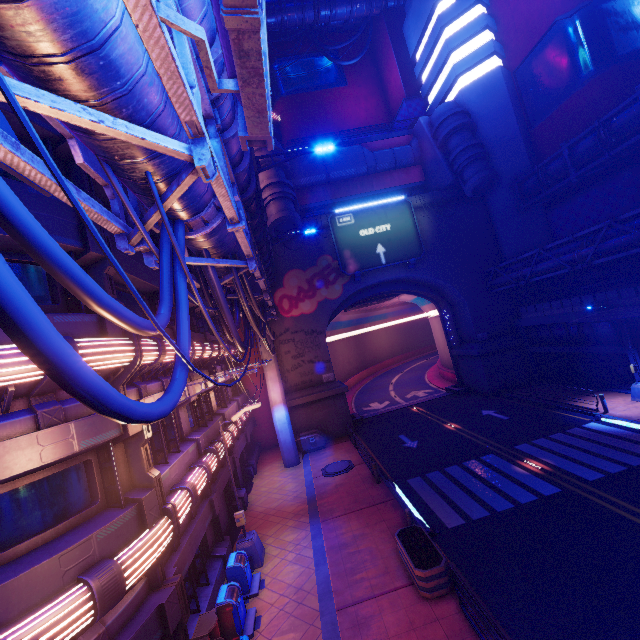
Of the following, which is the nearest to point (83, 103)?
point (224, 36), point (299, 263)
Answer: point (224, 36)

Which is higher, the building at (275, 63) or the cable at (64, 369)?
the building at (275, 63)

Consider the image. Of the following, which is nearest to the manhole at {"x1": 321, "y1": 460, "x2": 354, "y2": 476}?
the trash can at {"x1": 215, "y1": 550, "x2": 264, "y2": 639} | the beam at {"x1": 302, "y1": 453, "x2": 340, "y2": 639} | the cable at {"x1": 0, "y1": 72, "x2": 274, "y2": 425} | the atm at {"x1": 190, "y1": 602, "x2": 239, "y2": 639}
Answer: the beam at {"x1": 302, "y1": 453, "x2": 340, "y2": 639}

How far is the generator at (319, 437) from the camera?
24.25m

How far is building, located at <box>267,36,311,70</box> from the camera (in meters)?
40.56

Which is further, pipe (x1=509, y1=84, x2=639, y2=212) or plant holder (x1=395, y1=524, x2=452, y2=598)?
pipe (x1=509, y1=84, x2=639, y2=212)

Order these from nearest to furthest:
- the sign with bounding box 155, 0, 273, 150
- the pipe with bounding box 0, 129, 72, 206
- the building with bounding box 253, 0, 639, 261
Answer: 1. the sign with bounding box 155, 0, 273, 150
2. the pipe with bounding box 0, 129, 72, 206
3. the building with bounding box 253, 0, 639, 261
